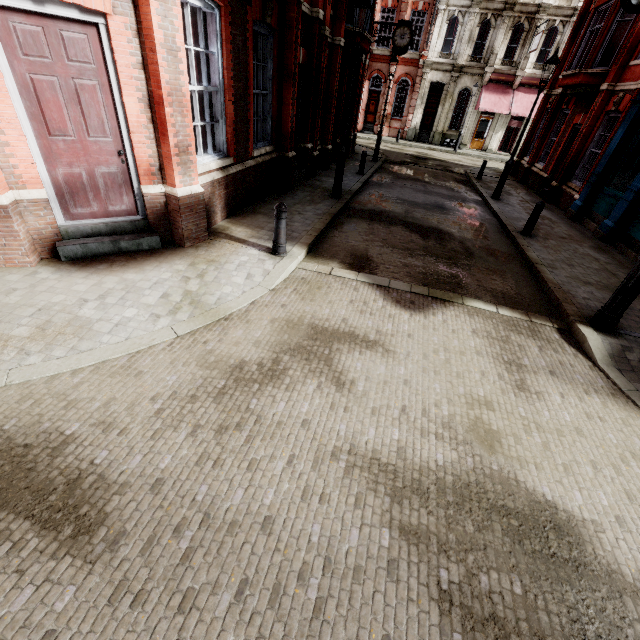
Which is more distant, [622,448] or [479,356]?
[479,356]

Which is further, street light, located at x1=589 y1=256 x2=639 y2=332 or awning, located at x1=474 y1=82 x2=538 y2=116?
awning, located at x1=474 y1=82 x2=538 y2=116

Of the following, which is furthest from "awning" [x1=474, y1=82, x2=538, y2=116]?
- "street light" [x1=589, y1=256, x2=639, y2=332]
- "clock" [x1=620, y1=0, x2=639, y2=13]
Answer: "street light" [x1=589, y1=256, x2=639, y2=332]

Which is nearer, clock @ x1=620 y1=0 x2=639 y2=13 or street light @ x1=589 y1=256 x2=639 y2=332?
street light @ x1=589 y1=256 x2=639 y2=332

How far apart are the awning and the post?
29.0 meters

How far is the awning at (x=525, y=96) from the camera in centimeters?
2608cm

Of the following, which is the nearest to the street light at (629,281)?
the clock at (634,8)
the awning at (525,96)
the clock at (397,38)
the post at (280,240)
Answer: the post at (280,240)

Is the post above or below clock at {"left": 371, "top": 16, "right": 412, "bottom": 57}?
below
